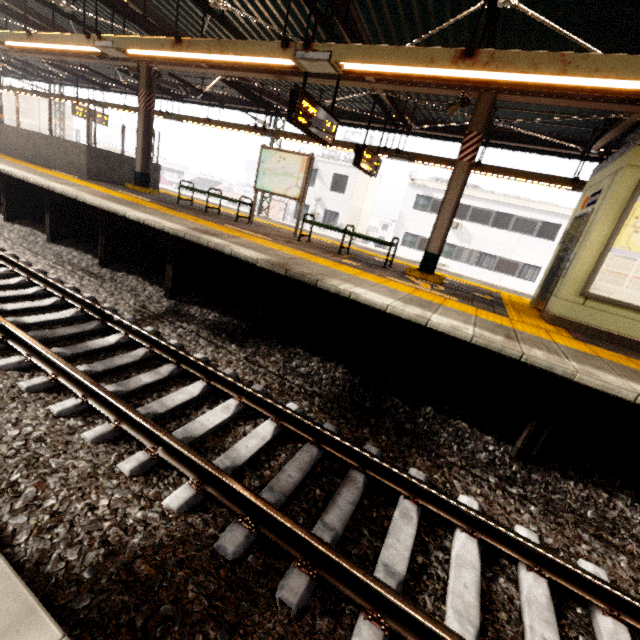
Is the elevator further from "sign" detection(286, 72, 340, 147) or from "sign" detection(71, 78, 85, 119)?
"sign" detection(71, 78, 85, 119)

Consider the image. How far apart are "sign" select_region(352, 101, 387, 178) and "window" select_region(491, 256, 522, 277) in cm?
1832

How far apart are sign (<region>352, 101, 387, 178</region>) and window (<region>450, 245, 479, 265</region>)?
17.8m

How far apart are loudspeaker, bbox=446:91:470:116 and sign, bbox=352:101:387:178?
2.2 meters

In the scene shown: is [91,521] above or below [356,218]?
below

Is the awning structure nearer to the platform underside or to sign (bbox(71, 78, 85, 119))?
sign (bbox(71, 78, 85, 119))

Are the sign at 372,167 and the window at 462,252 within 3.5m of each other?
no

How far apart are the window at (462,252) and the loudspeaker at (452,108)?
20.0m
